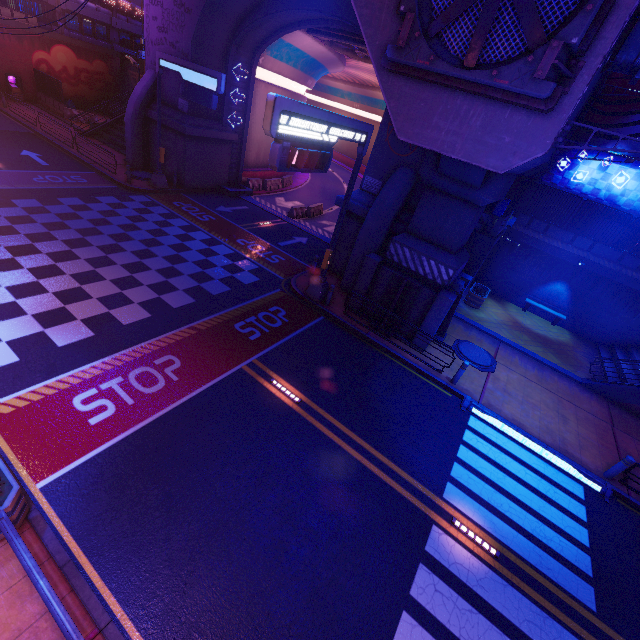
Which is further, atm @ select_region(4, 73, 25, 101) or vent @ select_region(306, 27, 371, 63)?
atm @ select_region(4, 73, 25, 101)

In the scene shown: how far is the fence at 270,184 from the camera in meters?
26.7 m

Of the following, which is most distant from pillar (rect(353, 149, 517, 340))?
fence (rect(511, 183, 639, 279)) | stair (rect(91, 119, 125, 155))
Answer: stair (rect(91, 119, 125, 155))

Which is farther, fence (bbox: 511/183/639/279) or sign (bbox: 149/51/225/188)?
fence (bbox: 511/183/639/279)

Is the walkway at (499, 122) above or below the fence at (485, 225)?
above

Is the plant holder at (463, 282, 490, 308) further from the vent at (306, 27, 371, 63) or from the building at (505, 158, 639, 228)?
the vent at (306, 27, 371, 63)

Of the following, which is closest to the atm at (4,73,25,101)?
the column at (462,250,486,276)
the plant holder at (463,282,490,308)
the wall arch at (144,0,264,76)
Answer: Answer: the wall arch at (144,0,264,76)

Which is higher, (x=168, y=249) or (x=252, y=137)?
(x=252, y=137)
